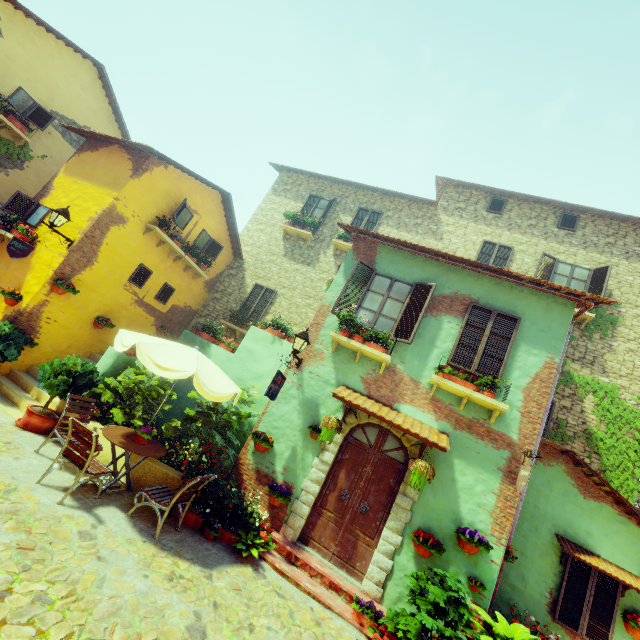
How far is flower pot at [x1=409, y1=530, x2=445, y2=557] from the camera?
5.8m

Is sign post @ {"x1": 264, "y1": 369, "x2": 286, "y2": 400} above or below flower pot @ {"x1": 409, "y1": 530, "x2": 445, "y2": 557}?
above

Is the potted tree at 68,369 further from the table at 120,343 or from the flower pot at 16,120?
the flower pot at 16,120

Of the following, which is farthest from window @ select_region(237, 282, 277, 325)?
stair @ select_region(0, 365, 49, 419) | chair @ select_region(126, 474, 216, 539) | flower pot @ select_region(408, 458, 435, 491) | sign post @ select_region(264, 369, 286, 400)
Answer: flower pot @ select_region(408, 458, 435, 491)

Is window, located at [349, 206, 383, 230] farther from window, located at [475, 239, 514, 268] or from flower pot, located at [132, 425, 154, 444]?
flower pot, located at [132, 425, 154, 444]

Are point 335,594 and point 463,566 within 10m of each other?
yes

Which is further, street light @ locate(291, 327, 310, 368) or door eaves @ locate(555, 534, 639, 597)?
street light @ locate(291, 327, 310, 368)

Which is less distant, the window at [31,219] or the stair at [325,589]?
the stair at [325,589]
